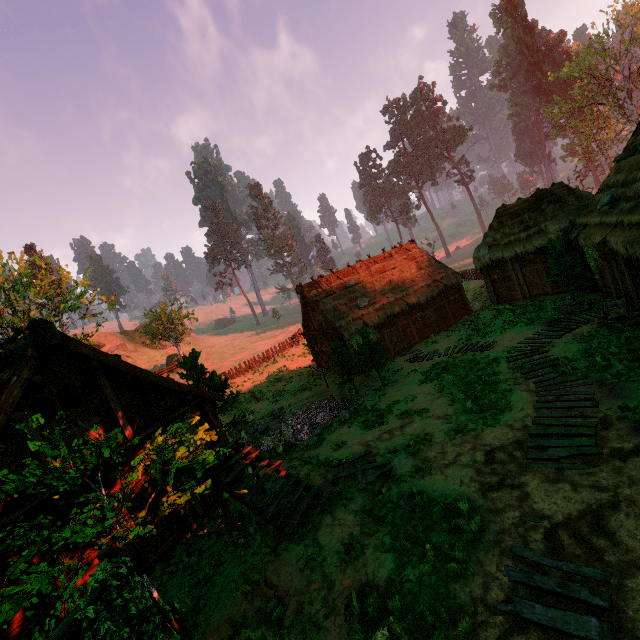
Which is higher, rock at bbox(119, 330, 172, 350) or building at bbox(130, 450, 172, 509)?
rock at bbox(119, 330, 172, 350)

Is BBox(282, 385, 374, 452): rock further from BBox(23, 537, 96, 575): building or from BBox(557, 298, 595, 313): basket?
BBox(557, 298, 595, 313): basket

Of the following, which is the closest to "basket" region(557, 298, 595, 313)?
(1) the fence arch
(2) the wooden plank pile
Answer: (2) the wooden plank pile

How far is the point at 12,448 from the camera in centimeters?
820cm

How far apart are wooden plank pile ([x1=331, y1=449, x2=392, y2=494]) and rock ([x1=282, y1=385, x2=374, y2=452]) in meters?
3.7 m

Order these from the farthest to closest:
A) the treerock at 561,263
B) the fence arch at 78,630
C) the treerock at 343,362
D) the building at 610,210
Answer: the treerock at 343,362 < the treerock at 561,263 < the building at 610,210 < the fence arch at 78,630

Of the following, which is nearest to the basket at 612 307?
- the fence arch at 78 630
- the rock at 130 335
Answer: the fence arch at 78 630

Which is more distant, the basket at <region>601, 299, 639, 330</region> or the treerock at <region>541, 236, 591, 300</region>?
the treerock at <region>541, 236, 591, 300</region>
